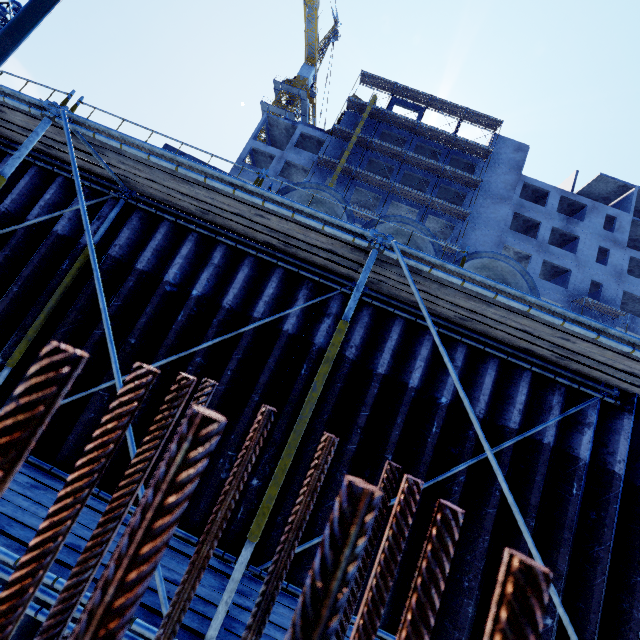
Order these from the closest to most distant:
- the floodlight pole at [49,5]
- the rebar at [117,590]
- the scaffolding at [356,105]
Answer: the rebar at [117,590] < the floodlight pole at [49,5] < the scaffolding at [356,105]

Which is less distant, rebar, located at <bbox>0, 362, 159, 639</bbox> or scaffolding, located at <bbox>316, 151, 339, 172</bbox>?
rebar, located at <bbox>0, 362, 159, 639</bbox>

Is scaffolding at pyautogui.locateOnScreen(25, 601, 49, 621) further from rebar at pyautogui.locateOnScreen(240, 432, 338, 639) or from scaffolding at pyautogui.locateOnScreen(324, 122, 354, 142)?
scaffolding at pyautogui.locateOnScreen(324, 122, 354, 142)

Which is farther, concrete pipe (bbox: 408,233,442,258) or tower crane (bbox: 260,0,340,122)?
tower crane (bbox: 260,0,340,122)

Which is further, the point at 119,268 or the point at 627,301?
the point at 627,301

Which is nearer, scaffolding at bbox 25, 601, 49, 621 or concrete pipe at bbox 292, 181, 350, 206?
scaffolding at bbox 25, 601, 49, 621

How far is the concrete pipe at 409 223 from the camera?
5.8 meters

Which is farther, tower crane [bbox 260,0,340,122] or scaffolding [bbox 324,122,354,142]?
tower crane [bbox 260,0,340,122]
